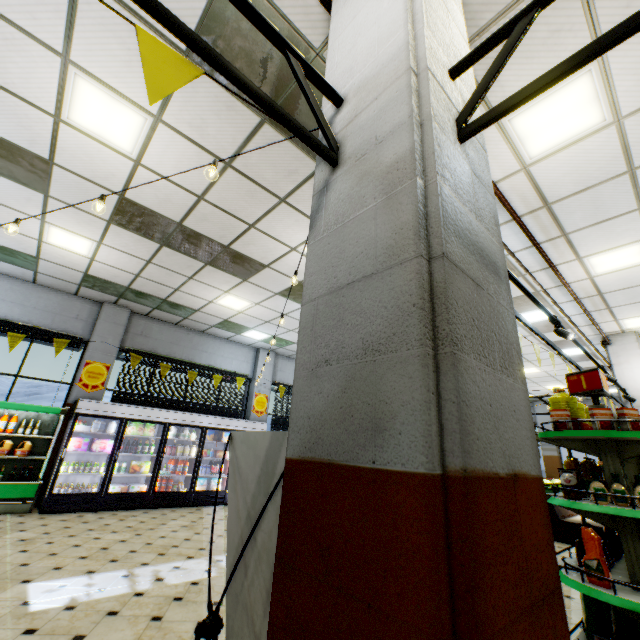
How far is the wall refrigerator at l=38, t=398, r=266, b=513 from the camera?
6.8 meters

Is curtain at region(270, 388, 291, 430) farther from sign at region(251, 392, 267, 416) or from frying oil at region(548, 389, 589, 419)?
frying oil at region(548, 389, 589, 419)

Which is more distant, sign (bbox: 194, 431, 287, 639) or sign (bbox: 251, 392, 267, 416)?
sign (bbox: 251, 392, 267, 416)

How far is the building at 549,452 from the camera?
16.4 meters

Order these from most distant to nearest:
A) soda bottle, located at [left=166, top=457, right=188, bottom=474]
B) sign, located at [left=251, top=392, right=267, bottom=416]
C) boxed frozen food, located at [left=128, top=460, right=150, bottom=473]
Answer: sign, located at [left=251, top=392, right=267, bottom=416], soda bottle, located at [left=166, top=457, right=188, bottom=474], boxed frozen food, located at [left=128, top=460, right=150, bottom=473]

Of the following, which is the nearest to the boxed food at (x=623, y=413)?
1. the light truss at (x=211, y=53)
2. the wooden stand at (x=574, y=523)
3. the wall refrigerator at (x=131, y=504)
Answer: the light truss at (x=211, y=53)

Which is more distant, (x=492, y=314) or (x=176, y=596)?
(x=176, y=596)

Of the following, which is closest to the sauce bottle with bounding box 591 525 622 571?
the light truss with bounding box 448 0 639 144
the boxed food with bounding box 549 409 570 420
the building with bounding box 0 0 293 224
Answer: the building with bounding box 0 0 293 224
